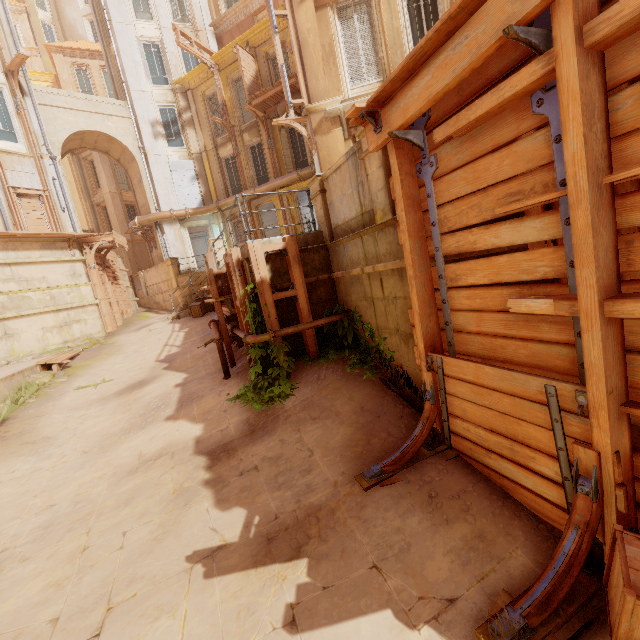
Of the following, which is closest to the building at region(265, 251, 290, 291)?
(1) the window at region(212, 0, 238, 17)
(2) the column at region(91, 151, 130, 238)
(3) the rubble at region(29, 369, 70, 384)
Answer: (2) the column at region(91, 151, 130, 238)

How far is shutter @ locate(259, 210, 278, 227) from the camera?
20.5m

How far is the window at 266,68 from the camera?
18.16m

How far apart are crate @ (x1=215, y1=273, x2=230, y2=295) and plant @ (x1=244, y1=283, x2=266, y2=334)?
1.77m

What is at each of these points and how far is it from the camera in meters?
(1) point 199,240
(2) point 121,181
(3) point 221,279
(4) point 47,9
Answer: (1) door, 24.4
(2) window, 28.4
(3) crate, 8.3
(4) window, 35.0

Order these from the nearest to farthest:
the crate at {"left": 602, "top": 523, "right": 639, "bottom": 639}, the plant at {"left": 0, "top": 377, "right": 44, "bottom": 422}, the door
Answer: the crate at {"left": 602, "top": 523, "right": 639, "bottom": 639}, the plant at {"left": 0, "top": 377, "right": 44, "bottom": 422}, the door

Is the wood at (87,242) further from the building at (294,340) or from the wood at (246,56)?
the wood at (246,56)

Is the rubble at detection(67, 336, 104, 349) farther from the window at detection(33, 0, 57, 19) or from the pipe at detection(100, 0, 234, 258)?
the window at detection(33, 0, 57, 19)
